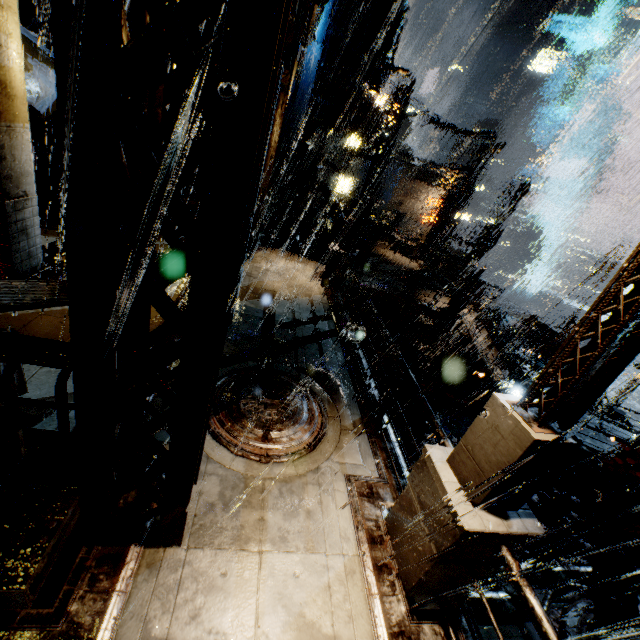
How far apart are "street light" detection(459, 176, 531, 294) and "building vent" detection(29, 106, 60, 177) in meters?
16.7

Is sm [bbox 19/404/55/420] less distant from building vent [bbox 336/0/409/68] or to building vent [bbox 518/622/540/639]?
building vent [bbox 518/622/540/639]

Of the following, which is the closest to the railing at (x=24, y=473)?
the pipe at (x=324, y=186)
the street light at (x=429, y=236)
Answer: the pipe at (x=324, y=186)

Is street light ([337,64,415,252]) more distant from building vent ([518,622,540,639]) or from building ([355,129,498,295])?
building vent ([518,622,540,639])

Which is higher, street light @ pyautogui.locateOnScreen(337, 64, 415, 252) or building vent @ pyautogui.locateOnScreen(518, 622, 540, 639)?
street light @ pyautogui.locateOnScreen(337, 64, 415, 252)

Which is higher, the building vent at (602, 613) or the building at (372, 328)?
the building at (372, 328)

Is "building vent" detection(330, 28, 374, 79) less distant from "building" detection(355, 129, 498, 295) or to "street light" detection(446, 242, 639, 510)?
"building" detection(355, 129, 498, 295)

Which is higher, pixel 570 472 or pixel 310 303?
pixel 310 303
